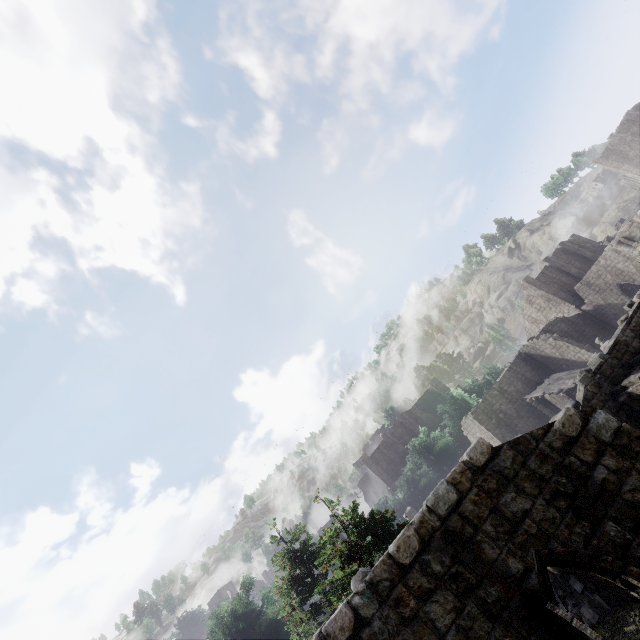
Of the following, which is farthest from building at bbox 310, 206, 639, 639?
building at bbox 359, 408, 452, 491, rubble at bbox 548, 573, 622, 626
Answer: building at bbox 359, 408, 452, 491

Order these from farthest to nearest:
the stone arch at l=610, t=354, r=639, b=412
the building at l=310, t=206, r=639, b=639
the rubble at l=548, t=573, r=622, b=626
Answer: the rubble at l=548, t=573, r=622, b=626 < the stone arch at l=610, t=354, r=639, b=412 < the building at l=310, t=206, r=639, b=639

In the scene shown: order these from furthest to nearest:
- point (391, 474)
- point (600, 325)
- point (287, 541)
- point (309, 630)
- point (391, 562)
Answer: point (391, 474) < point (600, 325) < point (287, 541) < point (309, 630) < point (391, 562)

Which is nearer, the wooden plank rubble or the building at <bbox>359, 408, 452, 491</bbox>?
the wooden plank rubble

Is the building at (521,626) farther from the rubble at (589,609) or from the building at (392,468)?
the building at (392,468)

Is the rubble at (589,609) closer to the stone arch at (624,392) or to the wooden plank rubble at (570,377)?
the stone arch at (624,392)

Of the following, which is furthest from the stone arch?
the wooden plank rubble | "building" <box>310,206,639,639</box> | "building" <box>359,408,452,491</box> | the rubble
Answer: "building" <box>359,408,452,491</box>

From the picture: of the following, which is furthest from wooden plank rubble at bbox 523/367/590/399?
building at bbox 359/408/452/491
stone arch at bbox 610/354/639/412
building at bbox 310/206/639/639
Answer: building at bbox 359/408/452/491
